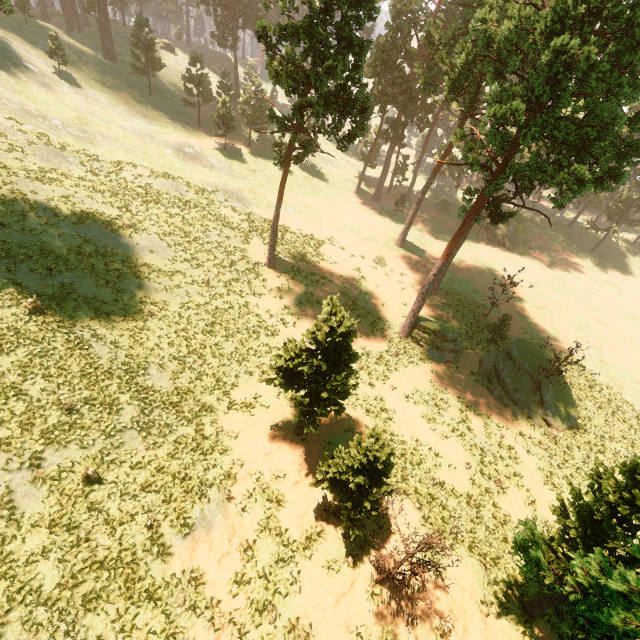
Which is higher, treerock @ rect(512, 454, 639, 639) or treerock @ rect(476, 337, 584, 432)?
treerock @ rect(512, 454, 639, 639)

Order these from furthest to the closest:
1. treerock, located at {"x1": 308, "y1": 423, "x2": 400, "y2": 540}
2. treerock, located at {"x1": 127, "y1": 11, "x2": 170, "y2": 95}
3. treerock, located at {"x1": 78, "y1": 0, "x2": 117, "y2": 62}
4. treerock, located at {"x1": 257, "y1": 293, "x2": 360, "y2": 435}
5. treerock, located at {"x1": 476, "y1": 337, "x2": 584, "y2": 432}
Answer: treerock, located at {"x1": 78, "y1": 0, "x2": 117, "y2": 62} → treerock, located at {"x1": 127, "y1": 11, "x2": 170, "y2": 95} → treerock, located at {"x1": 476, "y1": 337, "x2": 584, "y2": 432} → treerock, located at {"x1": 257, "y1": 293, "x2": 360, "y2": 435} → treerock, located at {"x1": 308, "y1": 423, "x2": 400, "y2": 540}

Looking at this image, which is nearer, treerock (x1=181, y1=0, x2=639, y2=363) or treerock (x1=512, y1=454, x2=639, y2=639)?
treerock (x1=512, y1=454, x2=639, y2=639)

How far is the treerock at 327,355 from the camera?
13.5 meters

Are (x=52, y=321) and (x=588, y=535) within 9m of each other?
no

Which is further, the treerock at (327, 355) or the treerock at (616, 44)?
the treerock at (616, 44)

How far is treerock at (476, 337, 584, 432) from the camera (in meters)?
24.28
